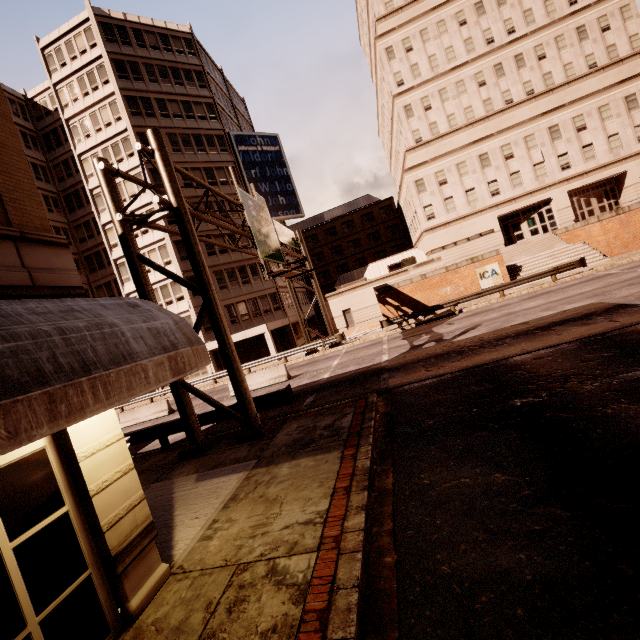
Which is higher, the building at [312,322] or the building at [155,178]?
the building at [155,178]

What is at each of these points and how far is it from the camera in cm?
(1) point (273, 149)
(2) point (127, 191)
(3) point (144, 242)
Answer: (1) sign, 3938
(2) building, 3225
(3) building, 3222

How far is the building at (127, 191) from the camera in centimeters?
3203cm

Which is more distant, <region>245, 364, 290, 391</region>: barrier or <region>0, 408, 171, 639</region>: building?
<region>245, 364, 290, 391</region>: barrier

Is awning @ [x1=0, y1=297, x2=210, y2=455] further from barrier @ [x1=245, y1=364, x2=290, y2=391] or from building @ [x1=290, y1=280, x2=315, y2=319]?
building @ [x1=290, y1=280, x2=315, y2=319]

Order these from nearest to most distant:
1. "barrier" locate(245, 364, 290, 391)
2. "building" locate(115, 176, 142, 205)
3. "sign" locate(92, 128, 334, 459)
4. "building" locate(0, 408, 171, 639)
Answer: "building" locate(0, 408, 171, 639), "sign" locate(92, 128, 334, 459), "barrier" locate(245, 364, 290, 391), "building" locate(115, 176, 142, 205)

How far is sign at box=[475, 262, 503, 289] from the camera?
25.88m

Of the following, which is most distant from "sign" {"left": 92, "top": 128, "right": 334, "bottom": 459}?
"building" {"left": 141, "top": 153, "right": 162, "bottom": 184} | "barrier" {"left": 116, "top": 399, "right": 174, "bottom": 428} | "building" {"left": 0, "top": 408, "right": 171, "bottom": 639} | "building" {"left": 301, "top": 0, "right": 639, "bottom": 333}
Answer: "building" {"left": 301, "top": 0, "right": 639, "bottom": 333}
